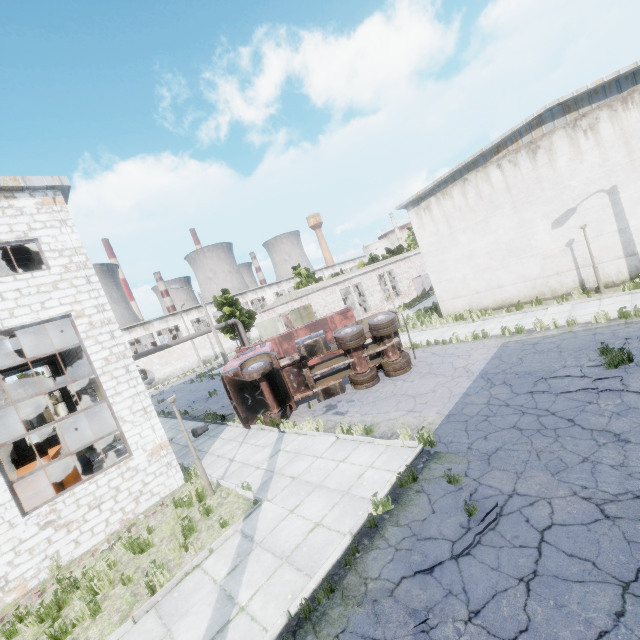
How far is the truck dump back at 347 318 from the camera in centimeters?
2143cm

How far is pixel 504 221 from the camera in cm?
1741

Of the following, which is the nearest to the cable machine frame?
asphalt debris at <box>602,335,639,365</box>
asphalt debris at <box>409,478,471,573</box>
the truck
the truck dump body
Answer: the truck dump body

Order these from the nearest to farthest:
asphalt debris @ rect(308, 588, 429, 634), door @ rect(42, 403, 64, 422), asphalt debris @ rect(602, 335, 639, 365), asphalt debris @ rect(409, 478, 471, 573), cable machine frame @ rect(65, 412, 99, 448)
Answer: asphalt debris @ rect(308, 588, 429, 634)
asphalt debris @ rect(409, 478, 471, 573)
asphalt debris @ rect(602, 335, 639, 365)
cable machine frame @ rect(65, 412, 99, 448)
door @ rect(42, 403, 64, 422)

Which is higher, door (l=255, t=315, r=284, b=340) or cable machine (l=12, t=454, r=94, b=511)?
door (l=255, t=315, r=284, b=340)

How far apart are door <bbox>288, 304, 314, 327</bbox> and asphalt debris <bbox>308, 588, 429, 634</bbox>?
25.0m

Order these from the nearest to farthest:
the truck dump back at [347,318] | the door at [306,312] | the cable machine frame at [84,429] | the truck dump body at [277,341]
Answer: the truck dump body at [277,341] < the cable machine frame at [84,429] < the truck dump back at [347,318] < the door at [306,312]

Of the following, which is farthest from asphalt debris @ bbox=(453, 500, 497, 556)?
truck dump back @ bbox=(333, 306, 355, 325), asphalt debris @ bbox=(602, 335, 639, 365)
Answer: truck dump back @ bbox=(333, 306, 355, 325)
